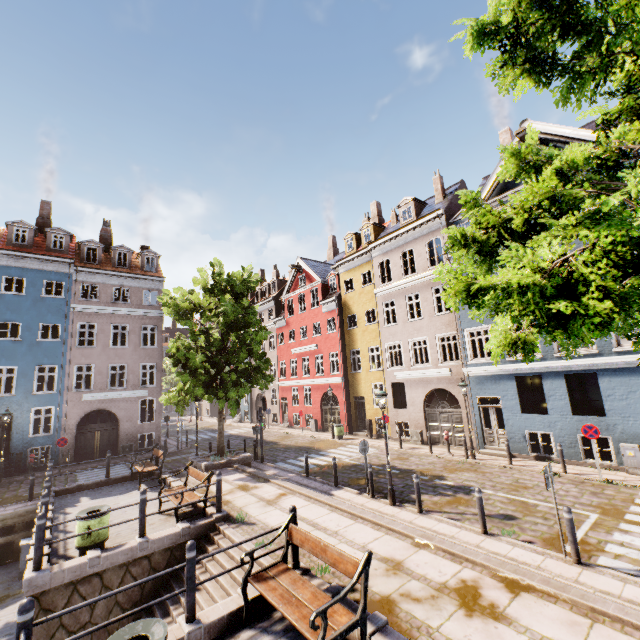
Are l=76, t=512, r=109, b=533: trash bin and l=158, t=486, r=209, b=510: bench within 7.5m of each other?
yes

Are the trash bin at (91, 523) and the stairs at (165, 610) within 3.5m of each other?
yes

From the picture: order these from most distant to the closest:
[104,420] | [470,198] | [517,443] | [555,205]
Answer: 1. [104,420]
2. [517,443]
3. [470,198]
4. [555,205]

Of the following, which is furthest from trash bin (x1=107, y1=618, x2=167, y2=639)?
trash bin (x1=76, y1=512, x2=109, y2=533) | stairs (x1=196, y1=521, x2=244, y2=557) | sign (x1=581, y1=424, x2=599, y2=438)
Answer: sign (x1=581, y1=424, x2=599, y2=438)

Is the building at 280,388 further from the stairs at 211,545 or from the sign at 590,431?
the stairs at 211,545

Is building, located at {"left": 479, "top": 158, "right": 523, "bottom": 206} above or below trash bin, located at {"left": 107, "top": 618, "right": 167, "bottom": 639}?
above

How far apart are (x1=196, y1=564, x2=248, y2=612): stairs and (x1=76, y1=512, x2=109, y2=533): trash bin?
1.6m

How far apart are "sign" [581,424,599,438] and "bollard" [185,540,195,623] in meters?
14.0 m
